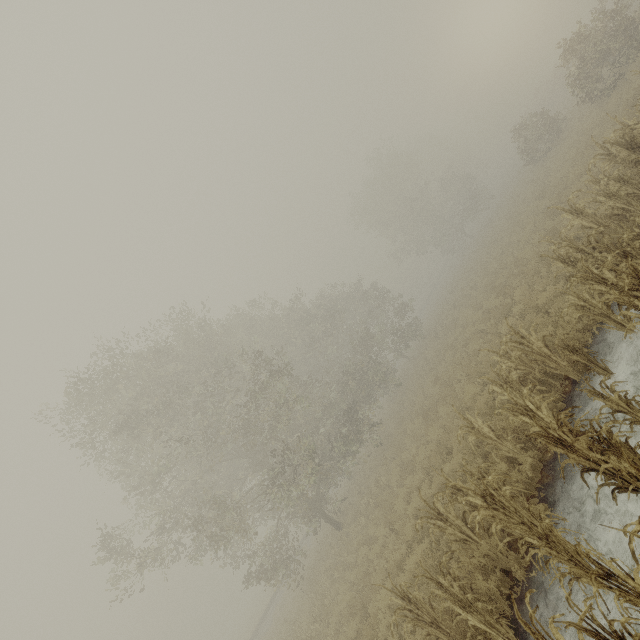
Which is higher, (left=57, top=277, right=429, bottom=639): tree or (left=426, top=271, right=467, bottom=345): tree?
(left=57, top=277, right=429, bottom=639): tree

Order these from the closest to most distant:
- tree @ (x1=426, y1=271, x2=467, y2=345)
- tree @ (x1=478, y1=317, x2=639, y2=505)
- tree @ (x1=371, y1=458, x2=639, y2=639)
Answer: tree @ (x1=371, y1=458, x2=639, y2=639), tree @ (x1=478, y1=317, x2=639, y2=505), tree @ (x1=426, y1=271, x2=467, y2=345)

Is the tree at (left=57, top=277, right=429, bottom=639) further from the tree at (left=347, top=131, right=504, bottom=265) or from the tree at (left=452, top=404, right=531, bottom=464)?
the tree at (left=347, top=131, right=504, bottom=265)

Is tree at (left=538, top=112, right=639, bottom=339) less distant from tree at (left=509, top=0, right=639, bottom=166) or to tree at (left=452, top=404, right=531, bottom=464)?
tree at (left=452, top=404, right=531, bottom=464)

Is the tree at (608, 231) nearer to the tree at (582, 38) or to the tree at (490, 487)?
the tree at (490, 487)

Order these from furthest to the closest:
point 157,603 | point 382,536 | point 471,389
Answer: point 157,603, point 382,536, point 471,389

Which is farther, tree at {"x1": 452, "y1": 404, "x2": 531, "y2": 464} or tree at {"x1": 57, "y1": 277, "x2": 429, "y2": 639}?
tree at {"x1": 57, "y1": 277, "x2": 429, "y2": 639}

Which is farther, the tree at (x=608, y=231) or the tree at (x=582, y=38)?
the tree at (x=582, y=38)
